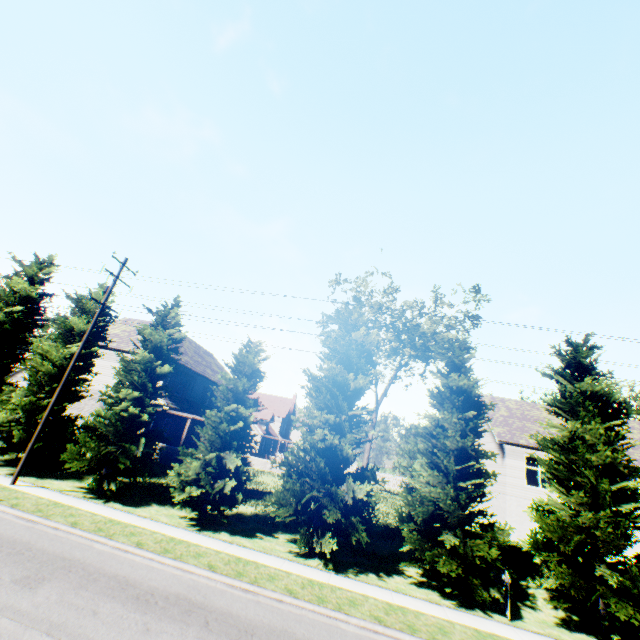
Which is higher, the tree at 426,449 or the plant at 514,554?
the tree at 426,449

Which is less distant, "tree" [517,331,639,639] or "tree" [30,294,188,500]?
"tree" [517,331,639,639]

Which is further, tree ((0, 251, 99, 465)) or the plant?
tree ((0, 251, 99, 465))

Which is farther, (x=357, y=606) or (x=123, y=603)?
(x=357, y=606)

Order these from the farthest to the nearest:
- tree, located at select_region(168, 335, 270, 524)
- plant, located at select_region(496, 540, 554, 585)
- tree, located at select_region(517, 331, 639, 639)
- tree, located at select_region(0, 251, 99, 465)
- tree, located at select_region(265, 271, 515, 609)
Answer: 1. tree, located at select_region(0, 251, 99, 465)
2. plant, located at select_region(496, 540, 554, 585)
3. tree, located at select_region(168, 335, 270, 524)
4. tree, located at select_region(265, 271, 515, 609)
5. tree, located at select_region(517, 331, 639, 639)

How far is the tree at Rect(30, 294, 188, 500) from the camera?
15.7 meters

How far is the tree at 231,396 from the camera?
14.4 meters
